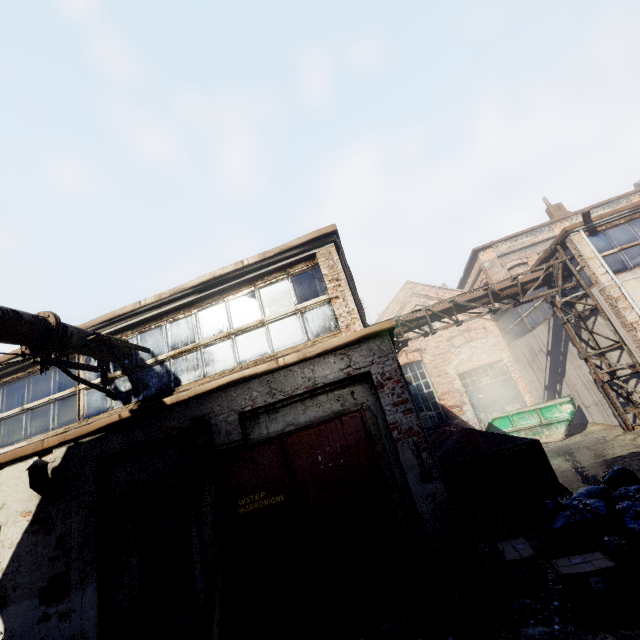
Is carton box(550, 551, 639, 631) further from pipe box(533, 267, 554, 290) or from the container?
the container

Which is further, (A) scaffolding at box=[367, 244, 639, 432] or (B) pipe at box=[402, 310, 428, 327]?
(B) pipe at box=[402, 310, 428, 327]

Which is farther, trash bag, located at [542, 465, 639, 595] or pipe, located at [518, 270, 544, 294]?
pipe, located at [518, 270, 544, 294]

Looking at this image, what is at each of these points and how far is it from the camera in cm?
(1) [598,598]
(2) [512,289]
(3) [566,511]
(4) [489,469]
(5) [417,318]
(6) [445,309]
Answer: (1) carton, 318
(2) pipe, 1202
(3) trash bag, 481
(4) trash container, 587
(5) pipe, 1254
(6) pipe, 1241

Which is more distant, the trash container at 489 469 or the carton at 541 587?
the trash container at 489 469

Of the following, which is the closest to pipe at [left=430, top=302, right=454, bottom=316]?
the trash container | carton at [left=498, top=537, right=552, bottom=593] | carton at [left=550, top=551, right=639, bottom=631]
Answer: the trash container

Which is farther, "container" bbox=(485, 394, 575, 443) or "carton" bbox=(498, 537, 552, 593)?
"container" bbox=(485, 394, 575, 443)

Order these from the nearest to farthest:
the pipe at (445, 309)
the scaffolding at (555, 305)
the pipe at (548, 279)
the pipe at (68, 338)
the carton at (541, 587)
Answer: the carton at (541, 587), the pipe at (68, 338), the scaffolding at (555, 305), the pipe at (548, 279), the pipe at (445, 309)
